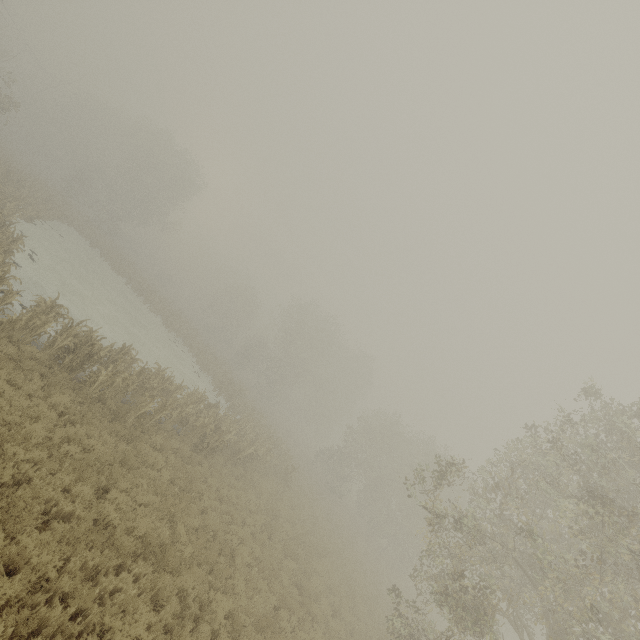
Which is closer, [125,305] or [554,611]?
[554,611]
